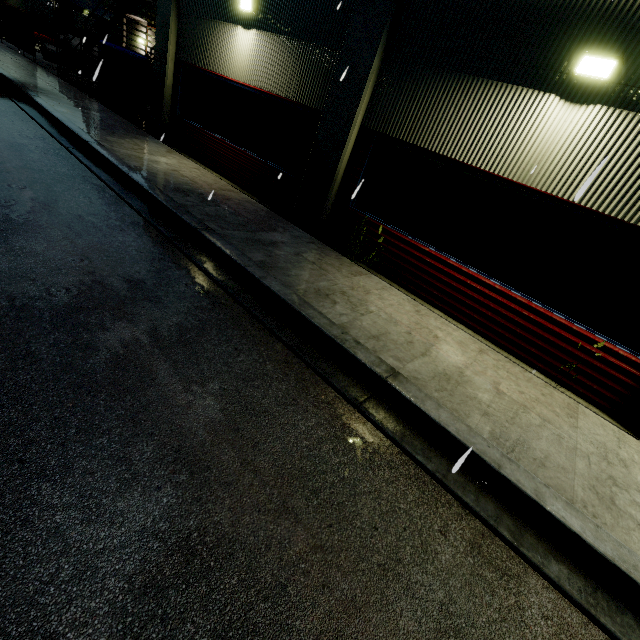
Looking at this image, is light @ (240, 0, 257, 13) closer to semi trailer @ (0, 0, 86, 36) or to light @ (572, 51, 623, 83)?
light @ (572, 51, 623, 83)

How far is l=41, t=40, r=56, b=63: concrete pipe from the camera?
21.33m

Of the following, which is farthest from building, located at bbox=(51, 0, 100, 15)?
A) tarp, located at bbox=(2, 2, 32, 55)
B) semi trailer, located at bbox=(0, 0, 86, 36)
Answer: tarp, located at bbox=(2, 2, 32, 55)

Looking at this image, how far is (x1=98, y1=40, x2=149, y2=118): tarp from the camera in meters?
11.8

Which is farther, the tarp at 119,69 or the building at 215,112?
the tarp at 119,69

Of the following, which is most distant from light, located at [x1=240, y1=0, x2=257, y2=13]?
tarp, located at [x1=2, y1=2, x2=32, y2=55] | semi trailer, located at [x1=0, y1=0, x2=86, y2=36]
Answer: semi trailer, located at [x1=0, y1=0, x2=86, y2=36]

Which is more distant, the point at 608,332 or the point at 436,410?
the point at 608,332

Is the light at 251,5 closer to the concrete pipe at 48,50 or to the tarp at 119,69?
the tarp at 119,69
